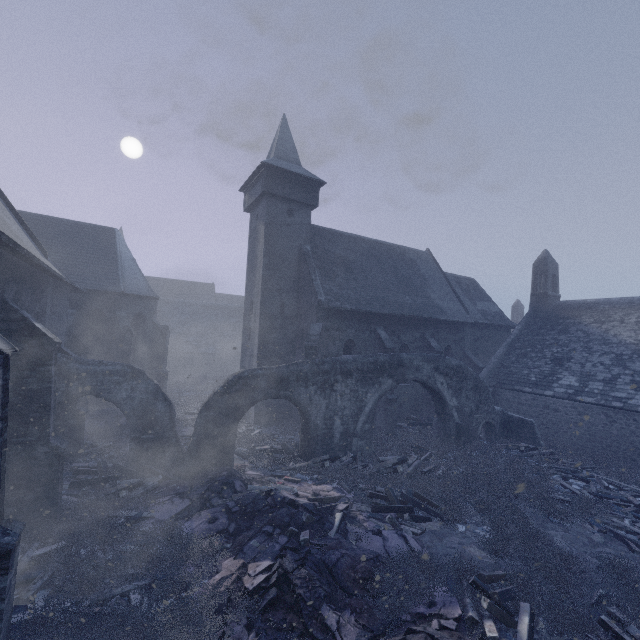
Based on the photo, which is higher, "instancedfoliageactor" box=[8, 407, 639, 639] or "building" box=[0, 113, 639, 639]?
"building" box=[0, 113, 639, 639]

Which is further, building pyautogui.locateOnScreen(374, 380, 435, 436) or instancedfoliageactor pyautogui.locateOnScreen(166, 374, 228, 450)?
building pyautogui.locateOnScreen(374, 380, 435, 436)

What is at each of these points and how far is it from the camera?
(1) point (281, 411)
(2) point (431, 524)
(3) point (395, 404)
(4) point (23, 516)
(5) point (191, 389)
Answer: (1) building, 19.12m
(2) instancedfoliageactor, 9.57m
(3) building, 18.55m
(4) building, 8.02m
(5) instancedfoliageactor, 27.53m

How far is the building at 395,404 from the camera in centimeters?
1839cm

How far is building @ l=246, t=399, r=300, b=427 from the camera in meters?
18.4 m

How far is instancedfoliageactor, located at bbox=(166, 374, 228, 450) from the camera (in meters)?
17.09

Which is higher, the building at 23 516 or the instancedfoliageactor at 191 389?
the building at 23 516
